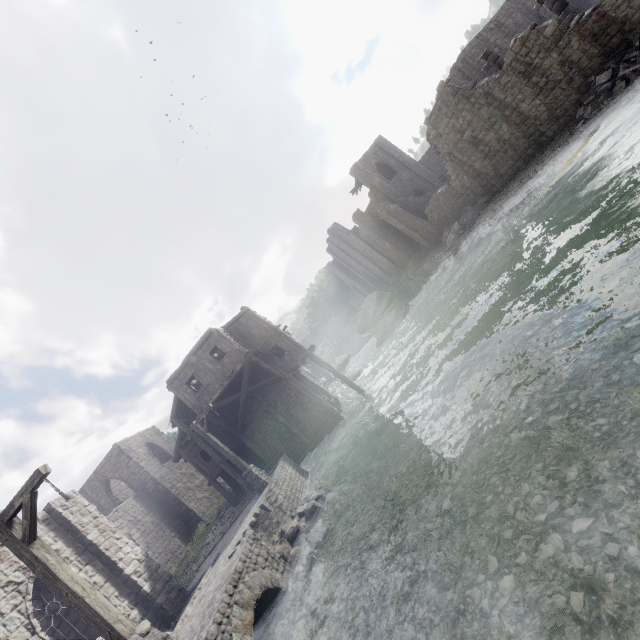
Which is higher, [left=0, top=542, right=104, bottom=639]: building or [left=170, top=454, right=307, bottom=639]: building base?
[left=0, top=542, right=104, bottom=639]: building

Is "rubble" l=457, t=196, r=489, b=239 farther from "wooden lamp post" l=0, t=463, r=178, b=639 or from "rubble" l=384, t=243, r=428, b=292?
"wooden lamp post" l=0, t=463, r=178, b=639

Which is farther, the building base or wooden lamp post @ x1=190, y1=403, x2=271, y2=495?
wooden lamp post @ x1=190, y1=403, x2=271, y2=495

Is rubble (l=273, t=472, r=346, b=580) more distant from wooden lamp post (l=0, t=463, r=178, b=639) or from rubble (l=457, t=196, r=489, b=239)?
rubble (l=457, t=196, r=489, b=239)

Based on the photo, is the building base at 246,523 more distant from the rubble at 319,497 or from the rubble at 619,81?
the rubble at 619,81

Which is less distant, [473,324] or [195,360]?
[473,324]

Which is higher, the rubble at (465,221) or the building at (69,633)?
the building at (69,633)

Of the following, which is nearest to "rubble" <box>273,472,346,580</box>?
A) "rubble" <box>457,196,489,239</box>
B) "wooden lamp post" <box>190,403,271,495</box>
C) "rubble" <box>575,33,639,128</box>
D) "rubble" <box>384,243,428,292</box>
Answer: "wooden lamp post" <box>190,403,271,495</box>
